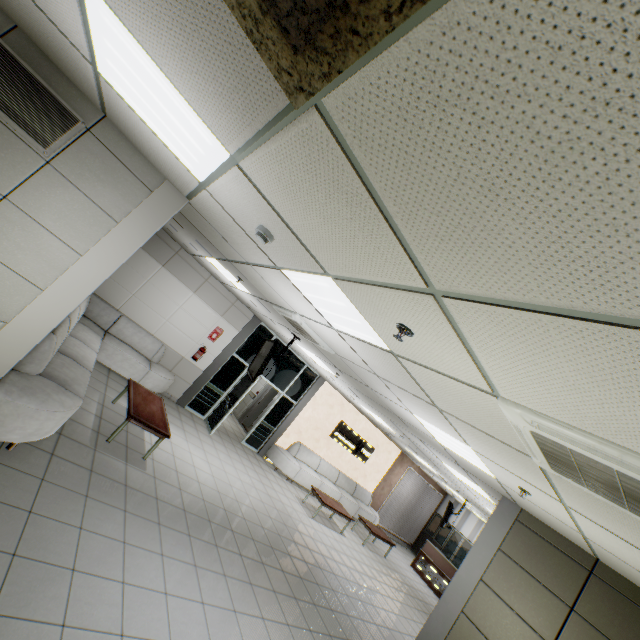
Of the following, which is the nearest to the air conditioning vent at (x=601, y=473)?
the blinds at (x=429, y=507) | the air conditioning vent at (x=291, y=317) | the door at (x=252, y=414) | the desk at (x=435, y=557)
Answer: the air conditioning vent at (x=291, y=317)

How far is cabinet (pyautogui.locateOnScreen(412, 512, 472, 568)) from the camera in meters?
14.3 m

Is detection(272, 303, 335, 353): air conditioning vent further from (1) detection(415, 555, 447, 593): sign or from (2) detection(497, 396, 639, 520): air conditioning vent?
(1) detection(415, 555, 447, 593): sign

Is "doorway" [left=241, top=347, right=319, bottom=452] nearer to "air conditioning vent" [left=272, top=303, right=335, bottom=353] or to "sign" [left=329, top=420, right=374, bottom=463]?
"sign" [left=329, top=420, right=374, bottom=463]

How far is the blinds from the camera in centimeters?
1443cm

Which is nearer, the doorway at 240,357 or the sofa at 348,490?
the doorway at 240,357

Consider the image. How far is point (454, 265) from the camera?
1.3 meters

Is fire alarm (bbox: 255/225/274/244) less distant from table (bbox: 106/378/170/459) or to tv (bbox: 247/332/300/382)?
tv (bbox: 247/332/300/382)
